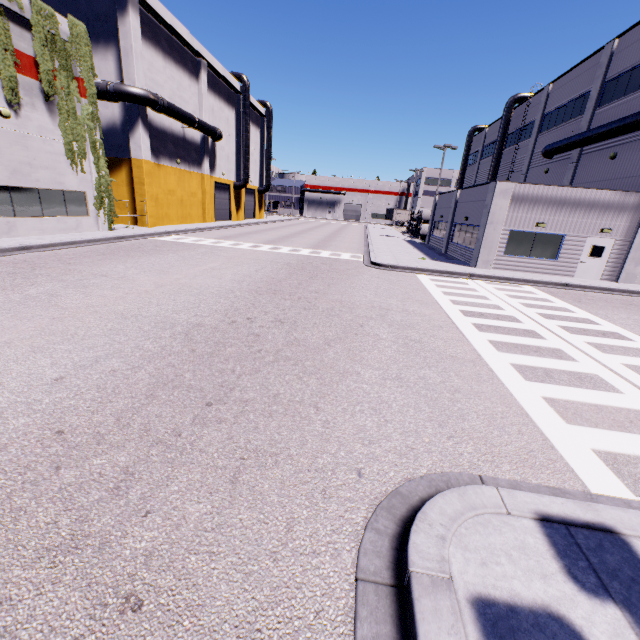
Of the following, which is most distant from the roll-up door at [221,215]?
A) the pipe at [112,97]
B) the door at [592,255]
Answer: the door at [592,255]

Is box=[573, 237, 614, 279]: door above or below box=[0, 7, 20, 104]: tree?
below

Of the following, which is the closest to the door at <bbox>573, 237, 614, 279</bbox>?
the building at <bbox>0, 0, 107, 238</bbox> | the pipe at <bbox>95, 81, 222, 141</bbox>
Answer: the building at <bbox>0, 0, 107, 238</bbox>

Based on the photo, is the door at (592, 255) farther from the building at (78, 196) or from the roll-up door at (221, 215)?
the roll-up door at (221, 215)

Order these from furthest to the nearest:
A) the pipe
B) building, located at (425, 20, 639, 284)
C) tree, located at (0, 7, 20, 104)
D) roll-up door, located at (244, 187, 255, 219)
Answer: roll-up door, located at (244, 187, 255, 219) → the pipe → building, located at (425, 20, 639, 284) → tree, located at (0, 7, 20, 104)

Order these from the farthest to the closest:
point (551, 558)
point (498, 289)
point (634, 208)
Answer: point (634, 208)
point (498, 289)
point (551, 558)

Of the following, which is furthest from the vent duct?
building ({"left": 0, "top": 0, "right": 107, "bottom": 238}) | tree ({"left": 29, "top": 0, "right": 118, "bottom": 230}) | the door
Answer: the door

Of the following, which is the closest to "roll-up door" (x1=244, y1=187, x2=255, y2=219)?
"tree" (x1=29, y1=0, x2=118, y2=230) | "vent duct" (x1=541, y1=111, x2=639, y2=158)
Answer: "tree" (x1=29, y1=0, x2=118, y2=230)
